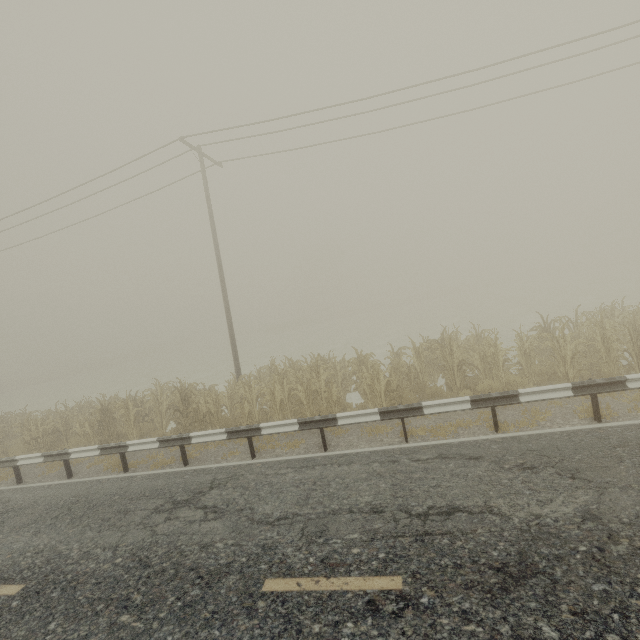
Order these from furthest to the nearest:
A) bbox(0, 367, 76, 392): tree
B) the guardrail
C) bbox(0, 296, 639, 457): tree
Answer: bbox(0, 367, 76, 392): tree → bbox(0, 296, 639, 457): tree → the guardrail

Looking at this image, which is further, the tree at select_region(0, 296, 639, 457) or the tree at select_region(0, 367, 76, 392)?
the tree at select_region(0, 367, 76, 392)

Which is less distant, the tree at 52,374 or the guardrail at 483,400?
the guardrail at 483,400

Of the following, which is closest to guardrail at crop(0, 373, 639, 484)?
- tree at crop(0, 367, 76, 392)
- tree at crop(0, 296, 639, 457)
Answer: tree at crop(0, 296, 639, 457)

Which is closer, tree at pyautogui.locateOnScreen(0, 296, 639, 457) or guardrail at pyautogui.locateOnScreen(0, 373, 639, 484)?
guardrail at pyautogui.locateOnScreen(0, 373, 639, 484)

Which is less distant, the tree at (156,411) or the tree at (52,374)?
the tree at (156,411)

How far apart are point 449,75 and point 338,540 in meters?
14.7
